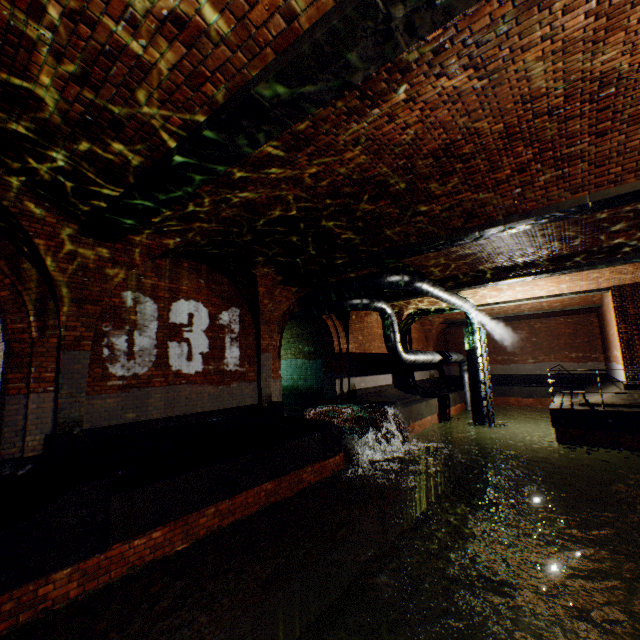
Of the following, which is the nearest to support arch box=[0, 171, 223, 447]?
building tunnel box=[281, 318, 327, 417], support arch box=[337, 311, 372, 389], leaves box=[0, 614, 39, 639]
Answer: building tunnel box=[281, 318, 327, 417]

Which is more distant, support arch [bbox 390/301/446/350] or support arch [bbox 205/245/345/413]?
support arch [bbox 390/301/446/350]

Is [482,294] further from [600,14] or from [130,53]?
[130,53]

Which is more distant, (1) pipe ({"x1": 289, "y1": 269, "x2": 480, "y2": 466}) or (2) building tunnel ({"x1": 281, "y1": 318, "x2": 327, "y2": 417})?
(2) building tunnel ({"x1": 281, "y1": 318, "x2": 327, "y2": 417})

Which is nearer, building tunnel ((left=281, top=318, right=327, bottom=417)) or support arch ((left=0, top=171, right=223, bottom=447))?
support arch ((left=0, top=171, right=223, bottom=447))

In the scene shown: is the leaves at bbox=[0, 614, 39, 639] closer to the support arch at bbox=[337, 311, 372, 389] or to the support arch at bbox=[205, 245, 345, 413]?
the support arch at bbox=[205, 245, 345, 413]

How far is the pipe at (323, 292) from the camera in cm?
988

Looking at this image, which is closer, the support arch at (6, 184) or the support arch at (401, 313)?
the support arch at (6, 184)
